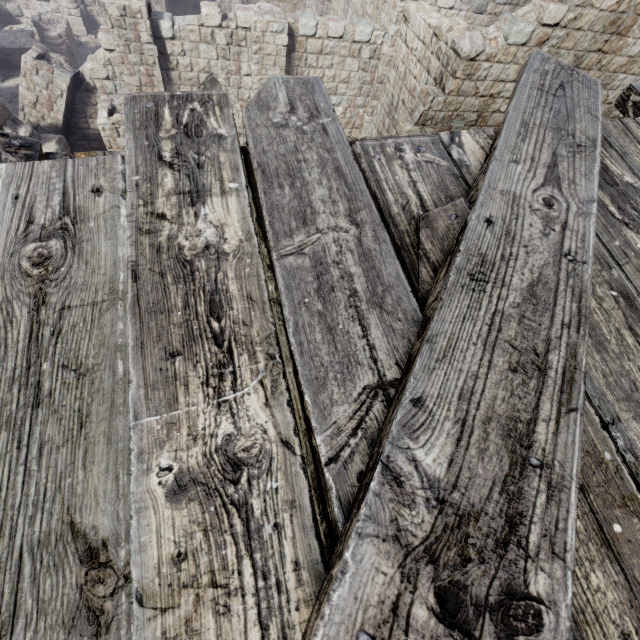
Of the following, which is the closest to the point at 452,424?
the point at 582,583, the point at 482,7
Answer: the point at 582,583

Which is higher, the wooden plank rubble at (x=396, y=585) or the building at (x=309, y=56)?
the wooden plank rubble at (x=396, y=585)

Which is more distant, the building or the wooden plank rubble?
the building

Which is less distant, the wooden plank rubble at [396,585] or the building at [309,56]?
the wooden plank rubble at [396,585]

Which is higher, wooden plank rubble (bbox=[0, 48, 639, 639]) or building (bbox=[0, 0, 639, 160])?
wooden plank rubble (bbox=[0, 48, 639, 639])
